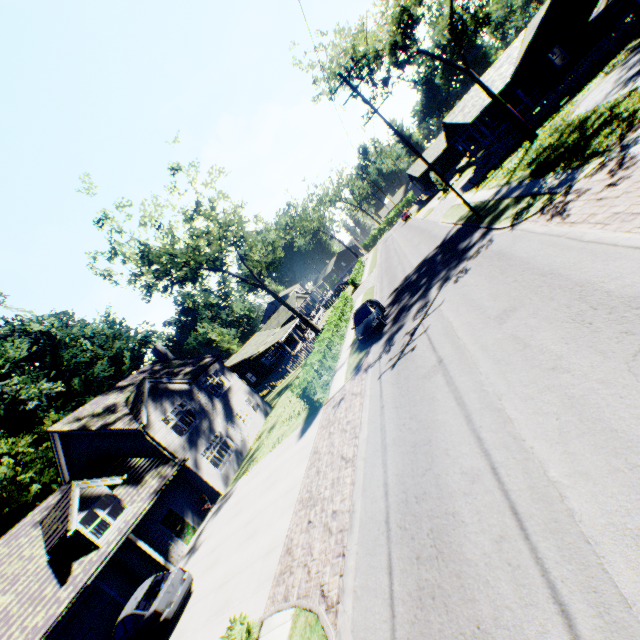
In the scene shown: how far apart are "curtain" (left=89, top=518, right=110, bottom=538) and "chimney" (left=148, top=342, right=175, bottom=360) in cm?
1430

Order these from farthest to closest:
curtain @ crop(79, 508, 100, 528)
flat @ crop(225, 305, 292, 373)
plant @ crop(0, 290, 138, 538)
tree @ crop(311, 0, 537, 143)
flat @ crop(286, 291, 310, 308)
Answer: flat @ crop(286, 291, 310, 308), flat @ crop(225, 305, 292, 373), plant @ crop(0, 290, 138, 538), tree @ crop(311, 0, 537, 143), curtain @ crop(79, 508, 100, 528)

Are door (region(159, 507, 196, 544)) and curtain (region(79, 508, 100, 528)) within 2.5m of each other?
no

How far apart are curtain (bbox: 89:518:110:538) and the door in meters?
2.4 m

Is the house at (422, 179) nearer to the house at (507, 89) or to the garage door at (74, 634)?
the house at (507, 89)

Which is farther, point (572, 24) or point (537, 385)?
point (572, 24)

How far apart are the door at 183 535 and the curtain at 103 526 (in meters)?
2.36

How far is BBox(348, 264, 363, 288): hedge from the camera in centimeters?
4728cm
